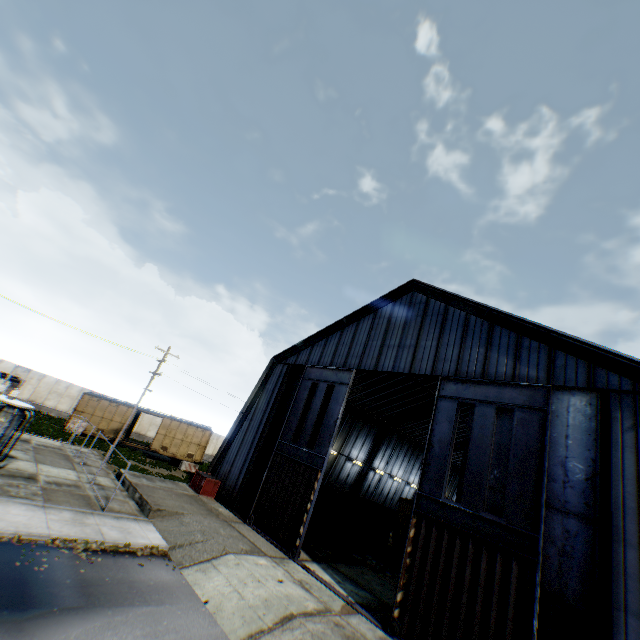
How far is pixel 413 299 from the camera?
20.27m

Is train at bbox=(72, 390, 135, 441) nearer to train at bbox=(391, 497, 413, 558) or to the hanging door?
the hanging door

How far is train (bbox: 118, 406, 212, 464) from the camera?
31.8 meters

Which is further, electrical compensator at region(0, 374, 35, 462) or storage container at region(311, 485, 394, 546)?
storage container at region(311, 485, 394, 546)

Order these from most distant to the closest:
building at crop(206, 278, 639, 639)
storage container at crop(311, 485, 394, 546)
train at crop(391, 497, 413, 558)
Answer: storage container at crop(311, 485, 394, 546) → train at crop(391, 497, 413, 558) → building at crop(206, 278, 639, 639)

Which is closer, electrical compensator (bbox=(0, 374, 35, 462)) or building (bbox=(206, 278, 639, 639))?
building (bbox=(206, 278, 639, 639))

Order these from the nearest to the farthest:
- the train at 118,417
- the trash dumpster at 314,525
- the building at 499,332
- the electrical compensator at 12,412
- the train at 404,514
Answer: the building at 499,332
the electrical compensator at 12,412
the trash dumpster at 314,525
the train at 404,514
the train at 118,417

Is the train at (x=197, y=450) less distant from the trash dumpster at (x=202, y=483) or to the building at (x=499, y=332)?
the building at (x=499, y=332)
